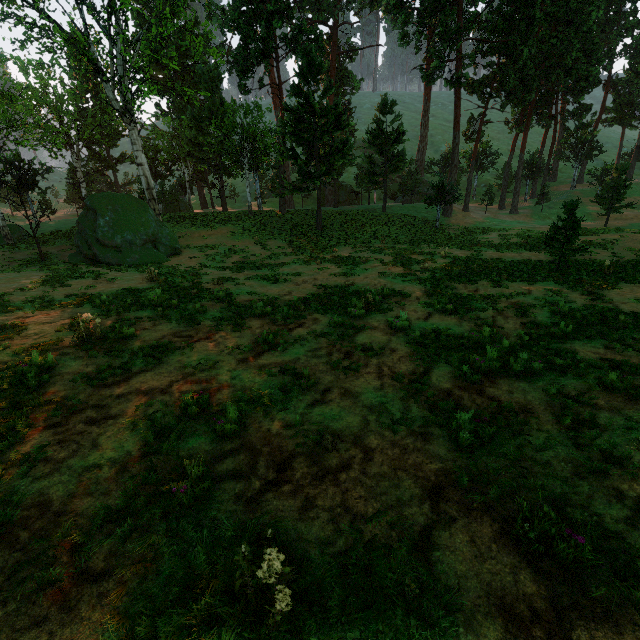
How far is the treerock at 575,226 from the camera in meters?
15.8 m

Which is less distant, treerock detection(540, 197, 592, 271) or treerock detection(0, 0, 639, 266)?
treerock detection(540, 197, 592, 271)

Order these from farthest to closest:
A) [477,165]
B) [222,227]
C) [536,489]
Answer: [477,165], [222,227], [536,489]

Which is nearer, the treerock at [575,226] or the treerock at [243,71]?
the treerock at [575,226]

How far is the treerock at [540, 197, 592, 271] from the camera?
15.8 meters
